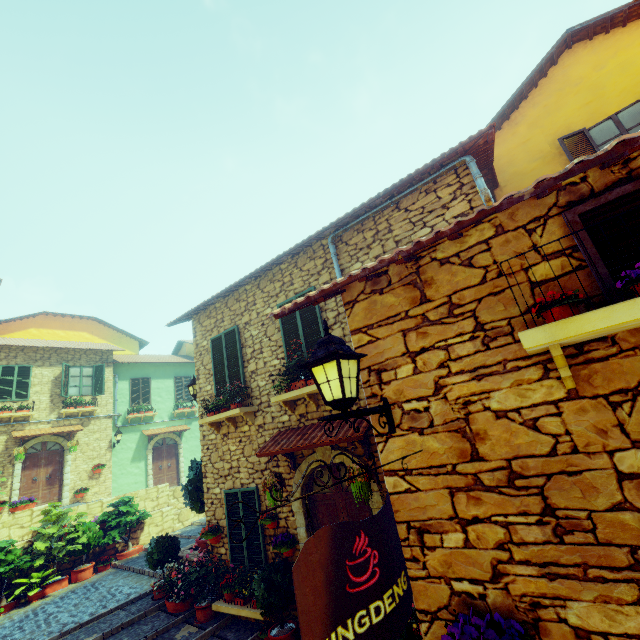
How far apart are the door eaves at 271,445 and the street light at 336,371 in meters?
2.4

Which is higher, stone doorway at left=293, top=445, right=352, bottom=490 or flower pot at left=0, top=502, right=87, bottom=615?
stone doorway at left=293, top=445, right=352, bottom=490

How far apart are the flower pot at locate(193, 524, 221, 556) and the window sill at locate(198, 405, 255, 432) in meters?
2.1 m

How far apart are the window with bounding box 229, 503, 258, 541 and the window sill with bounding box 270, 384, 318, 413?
1.9 meters

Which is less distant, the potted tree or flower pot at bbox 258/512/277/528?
flower pot at bbox 258/512/277/528

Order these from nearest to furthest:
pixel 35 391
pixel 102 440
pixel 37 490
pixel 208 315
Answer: pixel 208 315 → pixel 37 490 → pixel 35 391 → pixel 102 440

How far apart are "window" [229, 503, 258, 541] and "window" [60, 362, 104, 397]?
12.9m

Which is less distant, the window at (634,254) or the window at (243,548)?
the window at (634,254)
